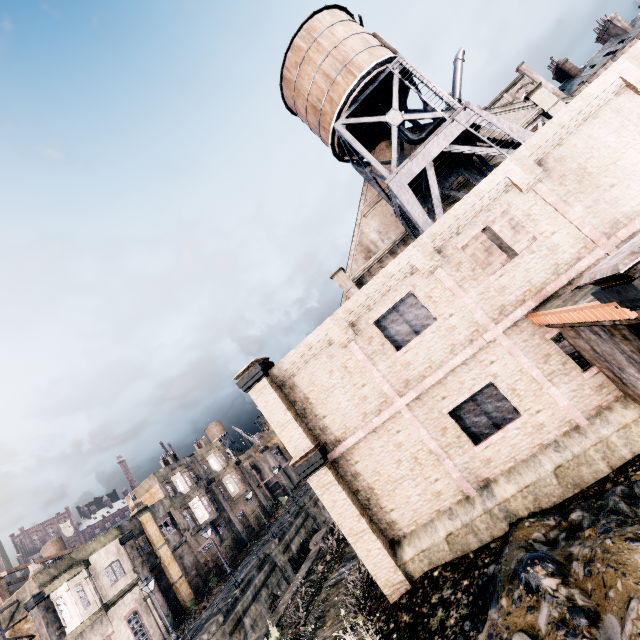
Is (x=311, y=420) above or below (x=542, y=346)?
above

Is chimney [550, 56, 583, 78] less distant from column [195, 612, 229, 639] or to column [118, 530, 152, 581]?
column [195, 612, 229, 639]

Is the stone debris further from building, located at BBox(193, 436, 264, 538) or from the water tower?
building, located at BBox(193, 436, 264, 538)

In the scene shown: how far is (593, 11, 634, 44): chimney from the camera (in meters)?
55.66

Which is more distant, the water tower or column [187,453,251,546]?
column [187,453,251,546]

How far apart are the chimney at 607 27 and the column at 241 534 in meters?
99.1

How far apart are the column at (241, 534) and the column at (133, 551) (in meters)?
12.21

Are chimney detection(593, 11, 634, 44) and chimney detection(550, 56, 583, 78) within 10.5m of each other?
yes
